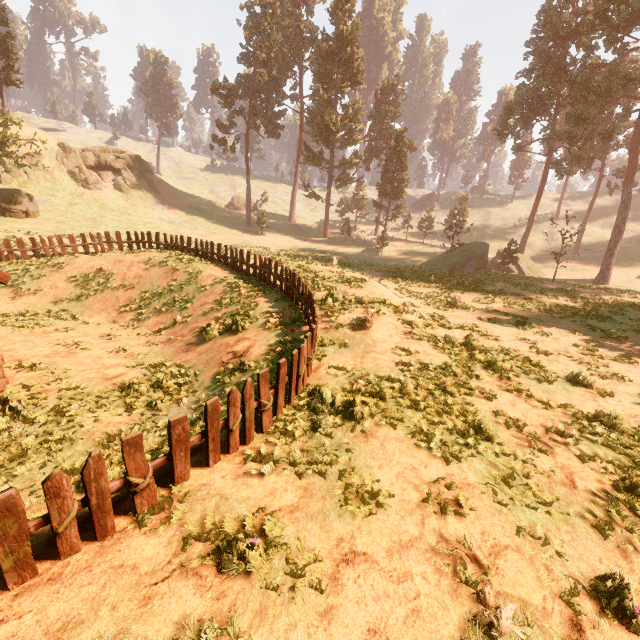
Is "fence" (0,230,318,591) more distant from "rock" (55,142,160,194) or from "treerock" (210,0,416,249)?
"rock" (55,142,160,194)

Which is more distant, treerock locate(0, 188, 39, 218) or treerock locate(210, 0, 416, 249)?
treerock locate(210, 0, 416, 249)

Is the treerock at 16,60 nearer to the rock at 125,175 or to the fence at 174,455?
the fence at 174,455

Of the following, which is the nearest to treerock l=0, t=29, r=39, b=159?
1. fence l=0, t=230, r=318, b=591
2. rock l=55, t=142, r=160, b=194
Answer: fence l=0, t=230, r=318, b=591

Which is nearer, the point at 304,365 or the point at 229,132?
the point at 304,365

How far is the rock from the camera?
43.6m

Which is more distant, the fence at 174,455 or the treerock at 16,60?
the treerock at 16,60

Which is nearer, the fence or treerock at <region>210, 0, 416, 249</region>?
the fence
